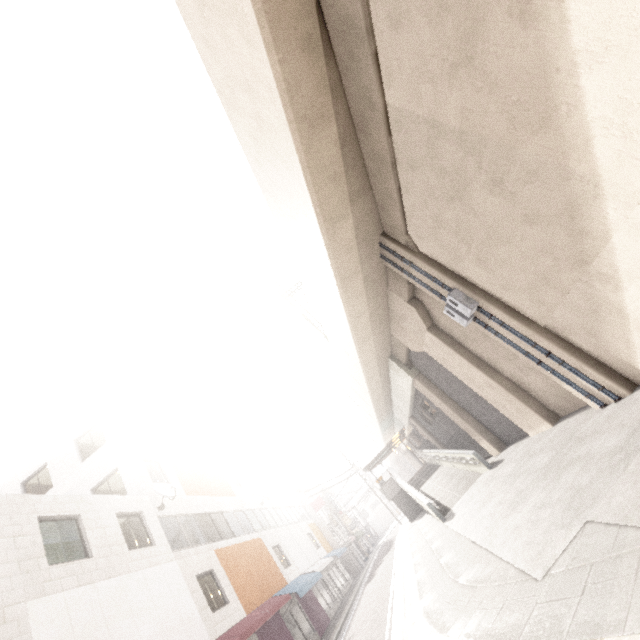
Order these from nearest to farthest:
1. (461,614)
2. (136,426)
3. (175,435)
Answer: (461,614) → (136,426) → (175,435)

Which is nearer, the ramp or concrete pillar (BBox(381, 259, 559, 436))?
concrete pillar (BBox(381, 259, 559, 436))

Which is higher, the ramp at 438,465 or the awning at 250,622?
the awning at 250,622

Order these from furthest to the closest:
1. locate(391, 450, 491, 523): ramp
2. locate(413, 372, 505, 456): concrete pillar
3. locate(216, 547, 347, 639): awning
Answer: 1. locate(413, 372, 505, 456): concrete pillar
2. locate(391, 450, 491, 523): ramp
3. locate(216, 547, 347, 639): awning

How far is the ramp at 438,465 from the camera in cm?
1441

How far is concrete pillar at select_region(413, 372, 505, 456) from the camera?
15.4 meters

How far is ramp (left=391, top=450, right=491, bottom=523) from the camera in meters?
14.4 m

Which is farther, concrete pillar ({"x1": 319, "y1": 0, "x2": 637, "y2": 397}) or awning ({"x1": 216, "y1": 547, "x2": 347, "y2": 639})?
awning ({"x1": 216, "y1": 547, "x2": 347, "y2": 639})
